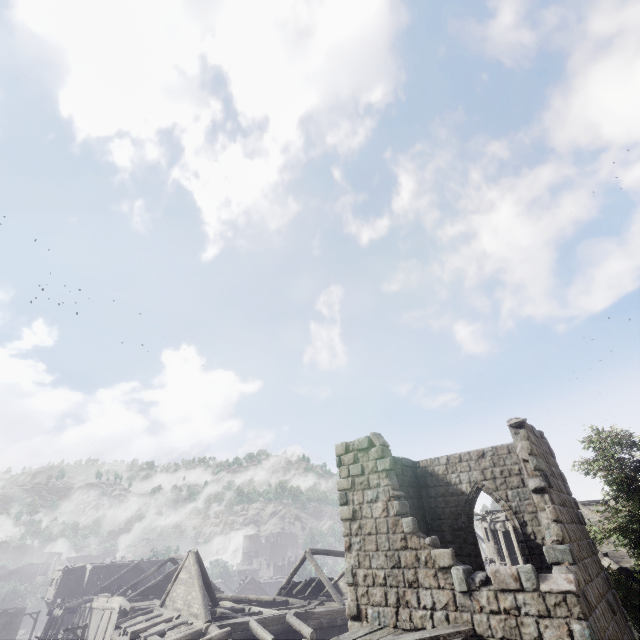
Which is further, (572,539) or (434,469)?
(434,469)

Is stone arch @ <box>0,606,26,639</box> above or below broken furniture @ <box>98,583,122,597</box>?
below

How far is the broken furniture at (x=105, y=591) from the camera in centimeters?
3013cm

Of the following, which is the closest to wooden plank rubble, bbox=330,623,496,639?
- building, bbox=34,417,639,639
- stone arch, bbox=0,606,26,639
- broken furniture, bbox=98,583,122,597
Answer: building, bbox=34,417,639,639

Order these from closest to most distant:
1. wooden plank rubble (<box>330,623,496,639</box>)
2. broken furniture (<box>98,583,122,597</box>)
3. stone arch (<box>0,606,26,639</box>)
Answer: wooden plank rubble (<box>330,623,496,639</box>) → broken furniture (<box>98,583,122,597</box>) → stone arch (<box>0,606,26,639</box>)

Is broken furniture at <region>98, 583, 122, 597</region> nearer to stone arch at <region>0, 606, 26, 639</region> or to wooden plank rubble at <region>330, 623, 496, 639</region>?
stone arch at <region>0, 606, 26, 639</region>

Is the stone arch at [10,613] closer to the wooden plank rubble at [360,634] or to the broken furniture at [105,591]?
the broken furniture at [105,591]

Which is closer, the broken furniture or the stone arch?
the broken furniture
